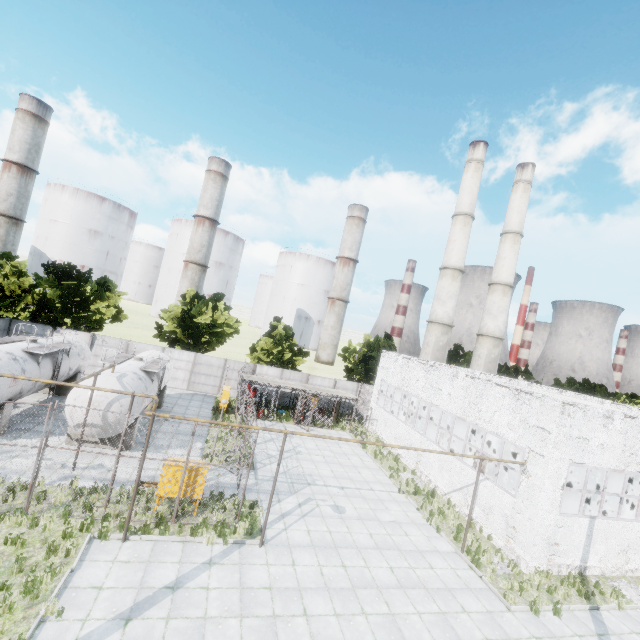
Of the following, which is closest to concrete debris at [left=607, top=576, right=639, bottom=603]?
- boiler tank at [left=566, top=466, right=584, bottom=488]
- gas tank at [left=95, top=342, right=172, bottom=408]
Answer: boiler tank at [left=566, top=466, right=584, bottom=488]

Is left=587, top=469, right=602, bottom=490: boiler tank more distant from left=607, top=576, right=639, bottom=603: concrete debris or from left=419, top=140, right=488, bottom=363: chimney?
left=607, top=576, right=639, bottom=603: concrete debris

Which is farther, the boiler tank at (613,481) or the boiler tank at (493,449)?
the boiler tank at (613,481)

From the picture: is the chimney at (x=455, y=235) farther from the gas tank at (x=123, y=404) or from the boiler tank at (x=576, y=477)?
the gas tank at (x=123, y=404)

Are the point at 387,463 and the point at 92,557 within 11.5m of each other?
no

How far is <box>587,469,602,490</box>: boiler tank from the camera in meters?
24.2 m

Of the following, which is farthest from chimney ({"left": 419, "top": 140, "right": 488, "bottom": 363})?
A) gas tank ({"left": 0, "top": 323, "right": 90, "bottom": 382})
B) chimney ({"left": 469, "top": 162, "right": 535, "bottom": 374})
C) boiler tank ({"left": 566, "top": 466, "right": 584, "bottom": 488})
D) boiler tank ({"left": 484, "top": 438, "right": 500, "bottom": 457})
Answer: gas tank ({"left": 0, "top": 323, "right": 90, "bottom": 382})

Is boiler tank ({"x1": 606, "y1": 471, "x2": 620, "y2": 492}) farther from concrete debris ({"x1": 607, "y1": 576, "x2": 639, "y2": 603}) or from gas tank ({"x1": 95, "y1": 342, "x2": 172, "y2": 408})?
gas tank ({"x1": 95, "y1": 342, "x2": 172, "y2": 408})
